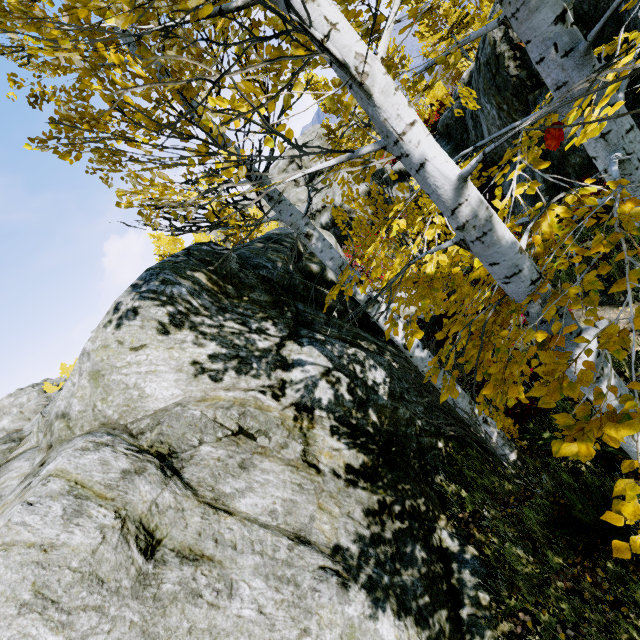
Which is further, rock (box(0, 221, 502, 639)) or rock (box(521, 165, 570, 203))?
rock (box(521, 165, 570, 203))

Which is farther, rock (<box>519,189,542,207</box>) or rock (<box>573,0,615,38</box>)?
rock (<box>519,189,542,207</box>)

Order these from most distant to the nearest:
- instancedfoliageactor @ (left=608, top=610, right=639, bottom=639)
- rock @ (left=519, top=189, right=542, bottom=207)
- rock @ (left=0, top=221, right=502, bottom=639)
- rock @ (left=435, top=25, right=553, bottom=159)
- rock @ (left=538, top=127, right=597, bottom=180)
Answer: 1. rock @ (left=519, top=189, right=542, bottom=207)
2. rock @ (left=435, top=25, right=553, bottom=159)
3. rock @ (left=538, top=127, right=597, bottom=180)
4. instancedfoliageactor @ (left=608, top=610, right=639, bottom=639)
5. rock @ (left=0, top=221, right=502, bottom=639)

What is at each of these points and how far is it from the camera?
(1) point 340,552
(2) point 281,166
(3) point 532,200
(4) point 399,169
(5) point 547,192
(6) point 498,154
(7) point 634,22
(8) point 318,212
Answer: (1) rock, 3.1m
(2) rock, 43.6m
(3) rock, 8.4m
(4) rock, 18.6m
(5) rock, 7.4m
(6) rock, 9.7m
(7) rock, 5.4m
(8) rock, 29.3m

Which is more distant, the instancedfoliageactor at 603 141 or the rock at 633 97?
the rock at 633 97

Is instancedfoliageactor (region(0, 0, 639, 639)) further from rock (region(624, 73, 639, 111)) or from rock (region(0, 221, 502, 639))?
rock (region(624, 73, 639, 111))

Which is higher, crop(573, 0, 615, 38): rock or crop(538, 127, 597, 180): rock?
crop(573, 0, 615, 38): rock

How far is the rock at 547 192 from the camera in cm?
724
